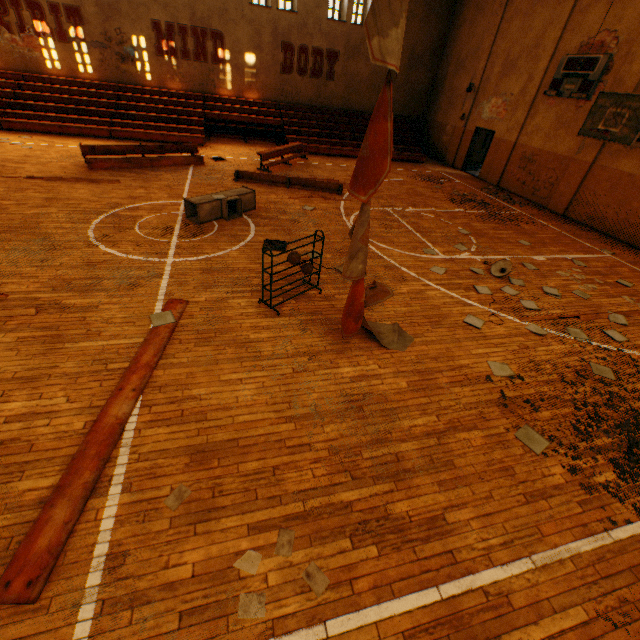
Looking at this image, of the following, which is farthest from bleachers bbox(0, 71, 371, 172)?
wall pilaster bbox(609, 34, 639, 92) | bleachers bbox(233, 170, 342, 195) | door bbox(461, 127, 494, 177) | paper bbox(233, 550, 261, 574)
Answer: paper bbox(233, 550, 261, 574)

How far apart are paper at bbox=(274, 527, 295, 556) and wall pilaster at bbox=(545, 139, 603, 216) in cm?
1534

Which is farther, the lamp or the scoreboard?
the scoreboard

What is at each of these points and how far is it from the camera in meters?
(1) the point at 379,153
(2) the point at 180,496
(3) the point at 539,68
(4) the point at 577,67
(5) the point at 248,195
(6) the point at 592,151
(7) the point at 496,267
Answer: (1) banner, 3.2 m
(2) paper, 3.1 m
(3) wall pilaster, 13.4 m
(4) scoreboard, 12.0 m
(5) vent duct, 9.1 m
(6) wall pilaster, 11.7 m
(7) lamp, 7.9 m

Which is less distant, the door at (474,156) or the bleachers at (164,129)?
the bleachers at (164,129)

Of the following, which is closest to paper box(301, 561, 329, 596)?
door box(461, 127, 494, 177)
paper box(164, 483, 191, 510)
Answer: paper box(164, 483, 191, 510)

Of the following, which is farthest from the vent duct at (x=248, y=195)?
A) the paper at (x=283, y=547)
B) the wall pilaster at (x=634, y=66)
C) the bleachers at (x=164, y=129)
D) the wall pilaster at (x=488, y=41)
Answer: the wall pilaster at (x=488, y=41)

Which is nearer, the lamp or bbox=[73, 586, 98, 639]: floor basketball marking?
bbox=[73, 586, 98, 639]: floor basketball marking
